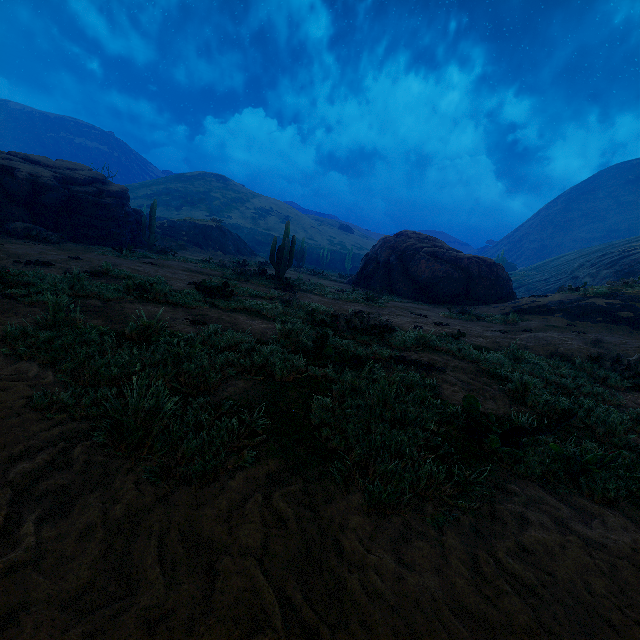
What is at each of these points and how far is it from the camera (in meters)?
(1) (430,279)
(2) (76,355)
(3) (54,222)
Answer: (1) instancedfoliageactor, 19.66
(2) z, 3.44
(3) rock, 17.70

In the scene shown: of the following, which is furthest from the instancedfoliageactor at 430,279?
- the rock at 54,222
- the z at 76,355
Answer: the z at 76,355

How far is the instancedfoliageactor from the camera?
18.6m

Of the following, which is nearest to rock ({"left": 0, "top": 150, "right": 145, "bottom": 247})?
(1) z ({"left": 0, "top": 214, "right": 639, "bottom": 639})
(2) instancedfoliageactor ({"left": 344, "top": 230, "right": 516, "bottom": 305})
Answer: (2) instancedfoliageactor ({"left": 344, "top": 230, "right": 516, "bottom": 305})

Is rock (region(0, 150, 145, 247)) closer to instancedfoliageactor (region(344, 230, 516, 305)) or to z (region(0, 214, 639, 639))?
instancedfoliageactor (region(344, 230, 516, 305))

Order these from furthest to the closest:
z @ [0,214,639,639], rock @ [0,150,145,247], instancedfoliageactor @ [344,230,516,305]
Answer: instancedfoliageactor @ [344,230,516,305] < rock @ [0,150,145,247] < z @ [0,214,639,639]

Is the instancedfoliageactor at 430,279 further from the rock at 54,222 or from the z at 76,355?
the z at 76,355
